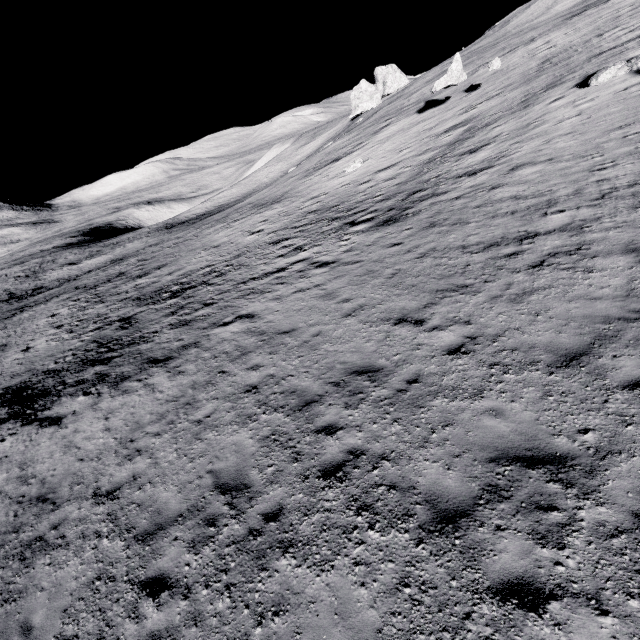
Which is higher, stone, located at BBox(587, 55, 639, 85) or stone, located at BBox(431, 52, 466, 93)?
stone, located at BBox(431, 52, 466, 93)

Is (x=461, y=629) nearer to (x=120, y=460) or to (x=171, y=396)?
(x=120, y=460)

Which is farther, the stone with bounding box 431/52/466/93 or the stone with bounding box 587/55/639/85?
the stone with bounding box 431/52/466/93

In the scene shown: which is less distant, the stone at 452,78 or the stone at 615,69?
the stone at 615,69

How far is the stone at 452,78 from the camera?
25.4 meters

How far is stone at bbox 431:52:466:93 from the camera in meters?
25.4
